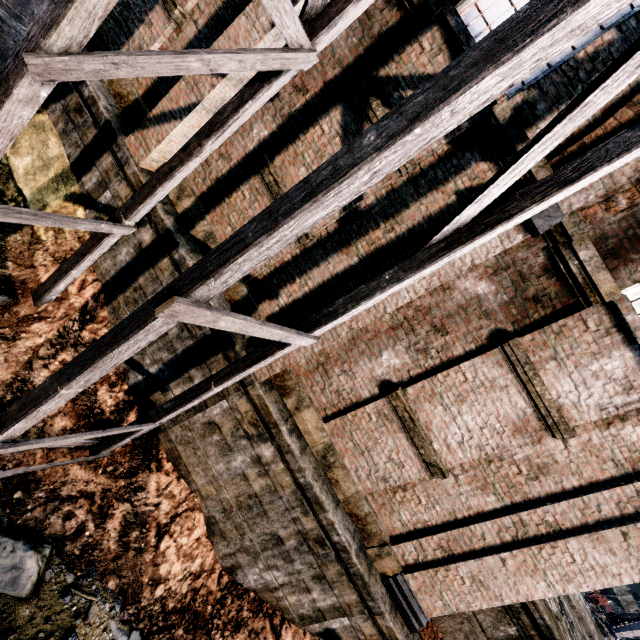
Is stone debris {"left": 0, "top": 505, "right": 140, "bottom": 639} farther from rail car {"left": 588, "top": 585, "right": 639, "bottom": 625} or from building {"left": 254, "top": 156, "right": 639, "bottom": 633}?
rail car {"left": 588, "top": 585, "right": 639, "bottom": 625}

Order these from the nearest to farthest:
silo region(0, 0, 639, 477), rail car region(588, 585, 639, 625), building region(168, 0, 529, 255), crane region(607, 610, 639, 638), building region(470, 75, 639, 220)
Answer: silo region(0, 0, 639, 477) < building region(470, 75, 639, 220) < building region(168, 0, 529, 255) < rail car region(588, 585, 639, 625) < crane region(607, 610, 639, 638)

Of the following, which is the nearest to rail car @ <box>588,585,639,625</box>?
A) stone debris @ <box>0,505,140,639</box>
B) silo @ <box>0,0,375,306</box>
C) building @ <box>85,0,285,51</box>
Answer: building @ <box>85,0,285,51</box>

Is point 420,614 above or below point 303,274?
below

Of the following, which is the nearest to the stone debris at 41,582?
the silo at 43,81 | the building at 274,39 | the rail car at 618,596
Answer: the silo at 43,81

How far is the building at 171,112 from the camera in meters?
6.8

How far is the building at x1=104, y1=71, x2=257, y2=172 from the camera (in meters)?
6.83
